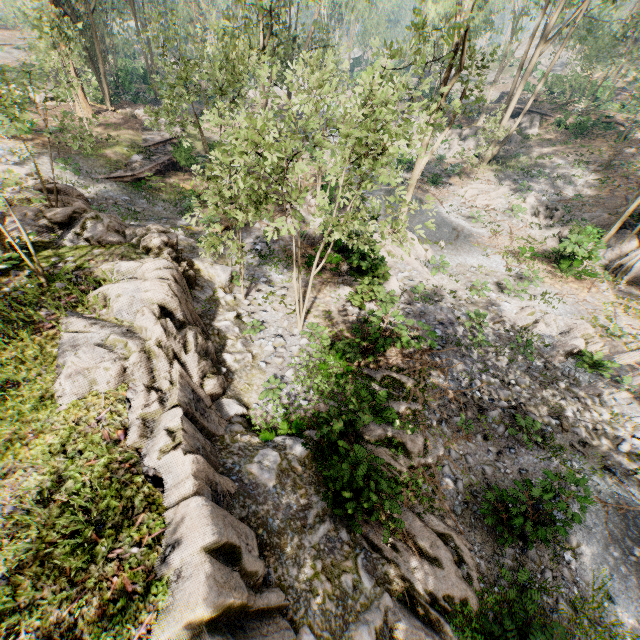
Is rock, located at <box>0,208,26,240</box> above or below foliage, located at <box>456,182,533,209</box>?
above

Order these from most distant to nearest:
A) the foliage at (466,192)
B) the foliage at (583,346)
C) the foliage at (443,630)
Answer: the foliage at (466,192), the foliage at (583,346), the foliage at (443,630)

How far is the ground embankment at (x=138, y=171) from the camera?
21.0 meters

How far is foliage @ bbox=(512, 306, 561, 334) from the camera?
15.65m

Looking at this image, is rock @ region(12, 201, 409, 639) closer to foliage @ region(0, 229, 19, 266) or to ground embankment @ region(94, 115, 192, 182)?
foliage @ region(0, 229, 19, 266)

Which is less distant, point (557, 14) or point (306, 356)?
point (306, 356)
